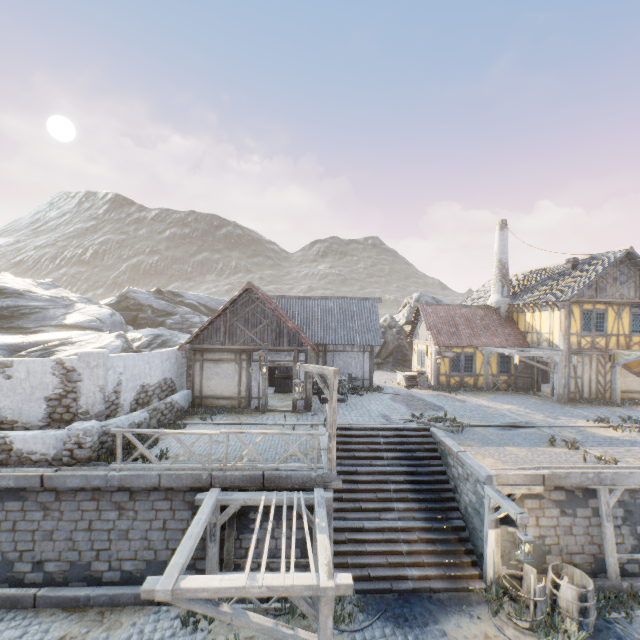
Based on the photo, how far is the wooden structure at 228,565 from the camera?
8.74m

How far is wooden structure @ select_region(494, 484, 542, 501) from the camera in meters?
9.3

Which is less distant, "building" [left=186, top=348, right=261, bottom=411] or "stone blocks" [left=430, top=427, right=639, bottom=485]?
"stone blocks" [left=430, top=427, right=639, bottom=485]

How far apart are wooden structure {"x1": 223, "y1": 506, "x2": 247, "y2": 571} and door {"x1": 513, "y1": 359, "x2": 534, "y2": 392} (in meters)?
16.97

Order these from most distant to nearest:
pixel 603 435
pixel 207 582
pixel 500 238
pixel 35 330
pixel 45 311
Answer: pixel 500 238 → pixel 45 311 → pixel 35 330 → pixel 603 435 → pixel 207 582

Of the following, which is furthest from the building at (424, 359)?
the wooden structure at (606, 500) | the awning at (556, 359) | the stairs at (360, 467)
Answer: the wooden structure at (606, 500)

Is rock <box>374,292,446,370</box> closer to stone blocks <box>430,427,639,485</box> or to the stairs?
stone blocks <box>430,427,639,485</box>

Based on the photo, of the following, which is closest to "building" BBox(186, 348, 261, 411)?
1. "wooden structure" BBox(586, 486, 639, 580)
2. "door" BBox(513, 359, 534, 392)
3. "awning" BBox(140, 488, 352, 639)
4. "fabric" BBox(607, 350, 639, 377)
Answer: "awning" BBox(140, 488, 352, 639)
